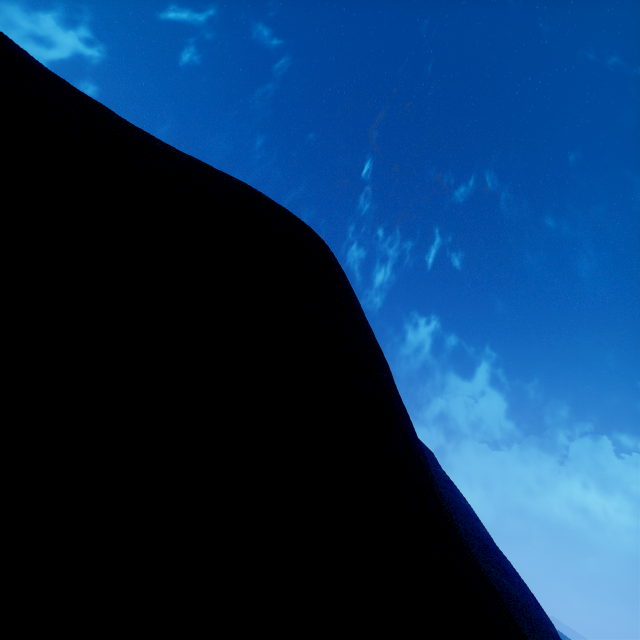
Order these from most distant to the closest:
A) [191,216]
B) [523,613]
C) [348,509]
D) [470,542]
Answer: [470,542], [523,613], [191,216], [348,509]
